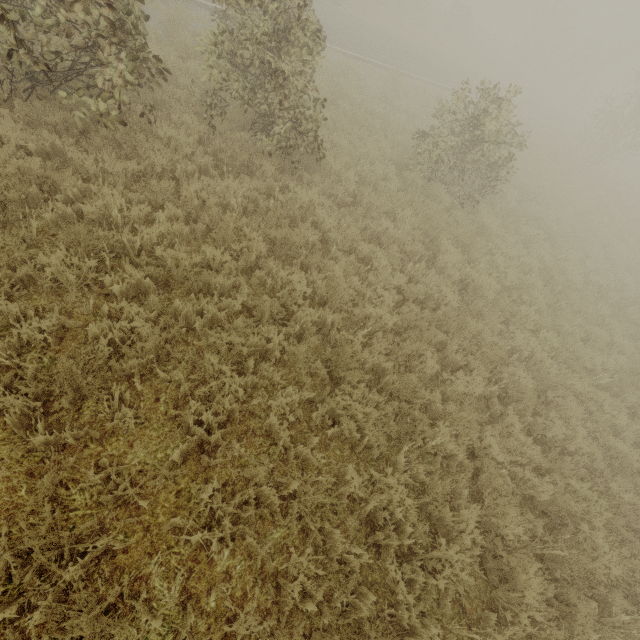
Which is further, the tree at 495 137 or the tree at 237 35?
the tree at 495 137

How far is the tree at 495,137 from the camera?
8.4m

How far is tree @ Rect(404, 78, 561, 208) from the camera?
8.4 meters

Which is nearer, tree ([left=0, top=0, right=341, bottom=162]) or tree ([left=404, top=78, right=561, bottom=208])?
tree ([left=0, top=0, right=341, bottom=162])

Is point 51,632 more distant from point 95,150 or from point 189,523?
point 95,150
